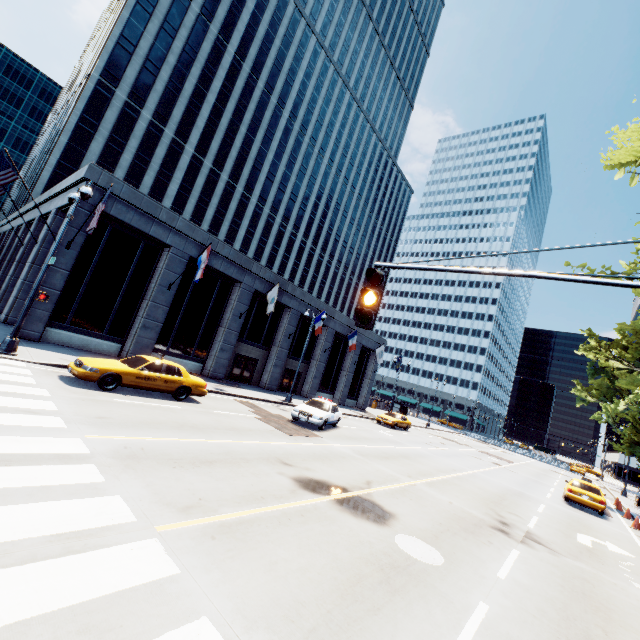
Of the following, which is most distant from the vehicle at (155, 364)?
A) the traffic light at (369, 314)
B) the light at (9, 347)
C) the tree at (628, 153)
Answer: the tree at (628, 153)

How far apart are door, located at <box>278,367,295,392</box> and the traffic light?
27.5m

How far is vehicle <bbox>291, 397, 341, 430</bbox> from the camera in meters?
17.2 m

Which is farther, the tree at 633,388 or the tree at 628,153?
the tree at 633,388

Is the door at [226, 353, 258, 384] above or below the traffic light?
below

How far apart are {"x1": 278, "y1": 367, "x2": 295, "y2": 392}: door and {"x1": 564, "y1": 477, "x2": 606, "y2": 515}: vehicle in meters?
22.1 m

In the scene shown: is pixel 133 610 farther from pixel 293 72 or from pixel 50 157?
pixel 293 72

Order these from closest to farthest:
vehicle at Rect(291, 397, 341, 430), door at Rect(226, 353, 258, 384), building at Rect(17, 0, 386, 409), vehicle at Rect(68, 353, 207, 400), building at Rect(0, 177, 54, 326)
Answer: vehicle at Rect(68, 353, 207, 400)
vehicle at Rect(291, 397, 341, 430)
building at Rect(17, 0, 386, 409)
building at Rect(0, 177, 54, 326)
door at Rect(226, 353, 258, 384)
